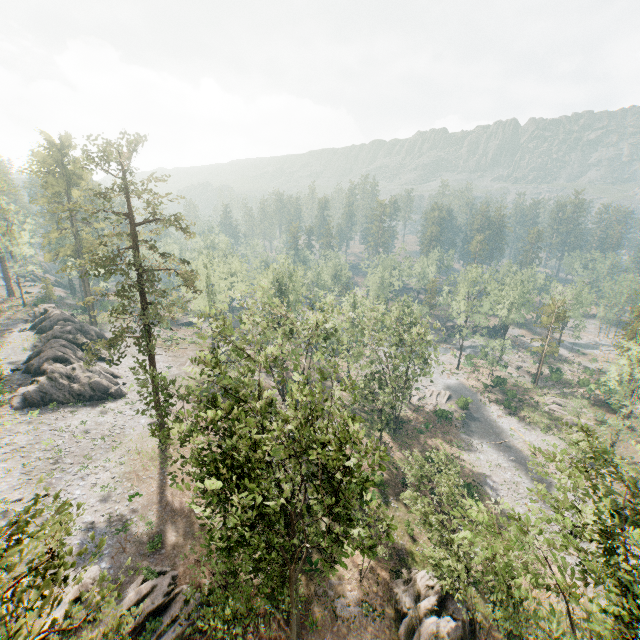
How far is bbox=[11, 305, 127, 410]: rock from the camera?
37.09m

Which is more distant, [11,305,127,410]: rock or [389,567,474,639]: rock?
[11,305,127,410]: rock

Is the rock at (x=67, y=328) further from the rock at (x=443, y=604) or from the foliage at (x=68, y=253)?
the rock at (x=443, y=604)

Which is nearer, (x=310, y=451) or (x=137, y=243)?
(x=310, y=451)

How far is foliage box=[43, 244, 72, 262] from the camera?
Answer: 57.44m

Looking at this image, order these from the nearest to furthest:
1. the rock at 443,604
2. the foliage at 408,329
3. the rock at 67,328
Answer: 1. the foliage at 408,329
2. the rock at 443,604
3. the rock at 67,328

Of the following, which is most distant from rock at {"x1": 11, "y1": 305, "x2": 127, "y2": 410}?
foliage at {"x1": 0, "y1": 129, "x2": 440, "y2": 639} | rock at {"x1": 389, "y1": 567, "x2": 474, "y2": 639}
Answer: rock at {"x1": 389, "y1": 567, "x2": 474, "y2": 639}
